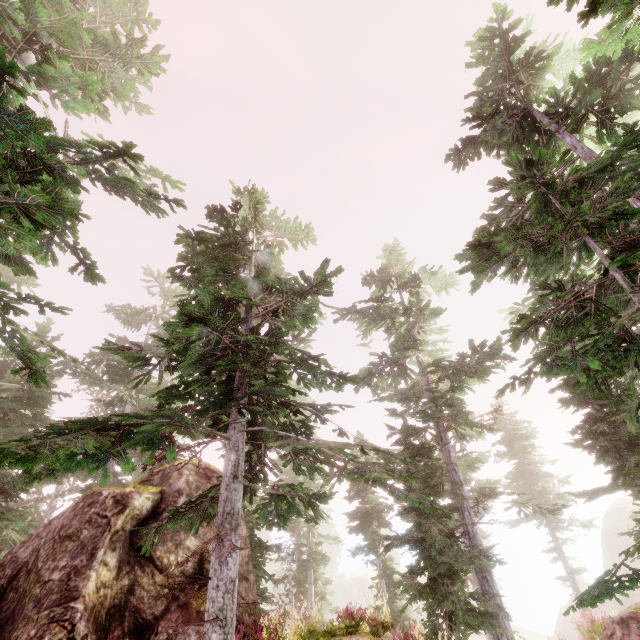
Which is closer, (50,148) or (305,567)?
(50,148)

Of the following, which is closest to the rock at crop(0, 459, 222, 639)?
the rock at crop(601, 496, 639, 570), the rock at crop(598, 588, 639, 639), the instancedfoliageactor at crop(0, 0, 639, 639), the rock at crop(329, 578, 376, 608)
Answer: the instancedfoliageactor at crop(0, 0, 639, 639)

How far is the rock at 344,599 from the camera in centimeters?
5675cm

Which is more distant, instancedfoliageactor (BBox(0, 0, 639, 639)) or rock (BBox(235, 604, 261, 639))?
rock (BBox(235, 604, 261, 639))

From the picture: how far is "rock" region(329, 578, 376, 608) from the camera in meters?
56.8 m

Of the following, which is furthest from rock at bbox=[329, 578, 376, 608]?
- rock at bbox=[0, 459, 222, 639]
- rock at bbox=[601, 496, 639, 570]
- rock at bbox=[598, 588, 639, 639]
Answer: rock at bbox=[0, 459, 222, 639]

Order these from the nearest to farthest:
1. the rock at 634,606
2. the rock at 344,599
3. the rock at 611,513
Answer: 1. the rock at 634,606
2. the rock at 611,513
3. the rock at 344,599

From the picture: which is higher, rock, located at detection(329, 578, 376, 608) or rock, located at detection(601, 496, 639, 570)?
rock, located at detection(601, 496, 639, 570)
